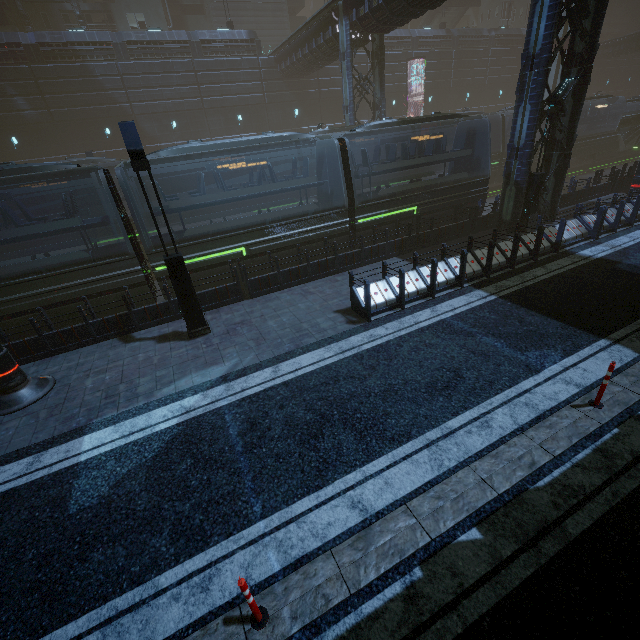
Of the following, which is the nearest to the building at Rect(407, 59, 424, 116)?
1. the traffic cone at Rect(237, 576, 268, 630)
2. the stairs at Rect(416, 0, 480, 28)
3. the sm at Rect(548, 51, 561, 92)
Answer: the sm at Rect(548, 51, 561, 92)

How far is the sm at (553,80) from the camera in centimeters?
2986cm

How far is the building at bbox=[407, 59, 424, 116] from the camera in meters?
36.6 m

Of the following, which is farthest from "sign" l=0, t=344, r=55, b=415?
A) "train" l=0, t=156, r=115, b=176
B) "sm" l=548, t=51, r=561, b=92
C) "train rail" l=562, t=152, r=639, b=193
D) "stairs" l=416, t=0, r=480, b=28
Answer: "stairs" l=416, t=0, r=480, b=28

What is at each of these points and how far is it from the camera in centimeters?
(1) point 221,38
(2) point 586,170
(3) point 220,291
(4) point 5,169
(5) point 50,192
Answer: (1) building, 2861cm
(2) train rail, 3119cm
(3) building, 1117cm
(4) train, 943cm
(5) building, 2741cm

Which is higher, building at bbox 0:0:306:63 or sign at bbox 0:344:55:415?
building at bbox 0:0:306:63

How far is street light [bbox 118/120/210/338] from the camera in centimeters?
744cm

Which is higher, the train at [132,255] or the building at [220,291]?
the train at [132,255]
